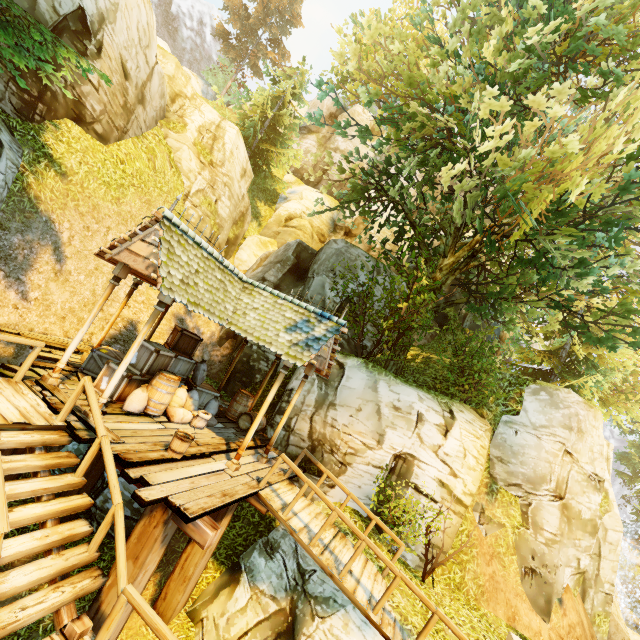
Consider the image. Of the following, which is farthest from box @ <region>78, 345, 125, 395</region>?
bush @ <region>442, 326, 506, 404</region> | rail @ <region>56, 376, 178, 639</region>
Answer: bush @ <region>442, 326, 506, 404</region>

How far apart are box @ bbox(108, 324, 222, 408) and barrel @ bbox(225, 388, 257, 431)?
2.45m

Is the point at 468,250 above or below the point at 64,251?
above

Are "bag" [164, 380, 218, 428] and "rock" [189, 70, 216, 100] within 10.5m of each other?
no

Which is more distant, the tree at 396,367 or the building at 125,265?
the tree at 396,367

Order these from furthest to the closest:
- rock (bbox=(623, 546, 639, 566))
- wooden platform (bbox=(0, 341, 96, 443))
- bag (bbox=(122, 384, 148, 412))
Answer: rock (bbox=(623, 546, 639, 566)) → bag (bbox=(122, 384, 148, 412)) → wooden platform (bbox=(0, 341, 96, 443))

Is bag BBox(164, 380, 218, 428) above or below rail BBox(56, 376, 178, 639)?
above

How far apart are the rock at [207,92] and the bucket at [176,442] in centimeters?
4088cm
